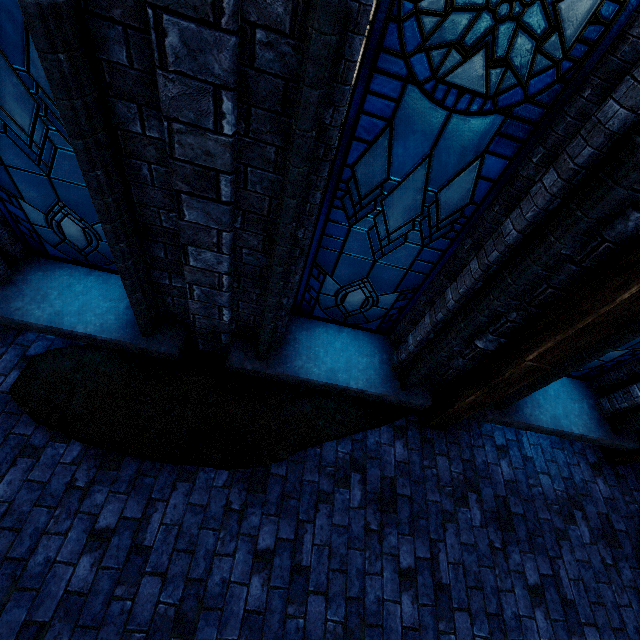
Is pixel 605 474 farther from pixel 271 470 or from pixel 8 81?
pixel 8 81

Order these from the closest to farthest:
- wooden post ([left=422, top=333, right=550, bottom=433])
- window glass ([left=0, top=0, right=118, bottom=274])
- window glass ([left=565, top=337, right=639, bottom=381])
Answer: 1. window glass ([left=0, top=0, right=118, bottom=274])
2. wooden post ([left=422, top=333, right=550, bottom=433])
3. window glass ([left=565, top=337, right=639, bottom=381])

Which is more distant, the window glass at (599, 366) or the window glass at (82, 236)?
the window glass at (599, 366)

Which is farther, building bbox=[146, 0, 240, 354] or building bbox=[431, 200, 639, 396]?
building bbox=[431, 200, 639, 396]

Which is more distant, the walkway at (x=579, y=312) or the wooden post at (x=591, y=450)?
the wooden post at (x=591, y=450)

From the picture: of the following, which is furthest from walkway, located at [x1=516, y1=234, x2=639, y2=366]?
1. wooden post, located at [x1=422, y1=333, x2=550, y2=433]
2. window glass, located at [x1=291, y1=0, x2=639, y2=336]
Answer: window glass, located at [x1=291, y1=0, x2=639, y2=336]

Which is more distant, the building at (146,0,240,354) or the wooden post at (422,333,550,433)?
the wooden post at (422,333,550,433)
